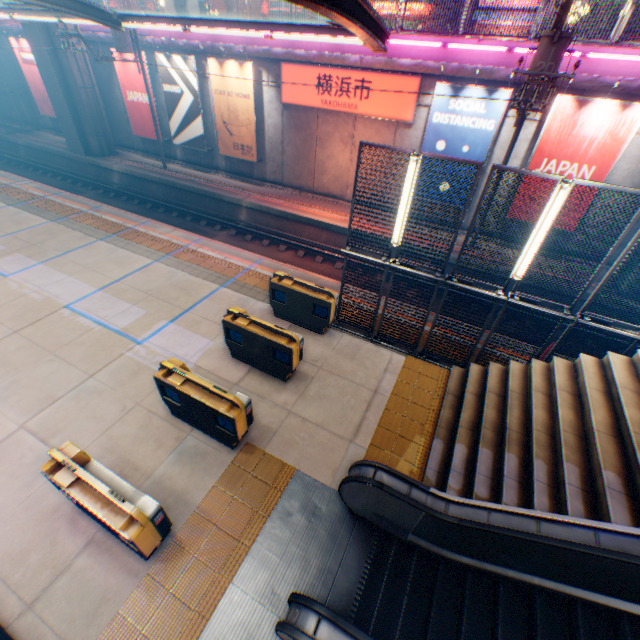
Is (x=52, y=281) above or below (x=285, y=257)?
above

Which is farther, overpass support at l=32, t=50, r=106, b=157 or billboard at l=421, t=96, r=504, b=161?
overpass support at l=32, t=50, r=106, b=157

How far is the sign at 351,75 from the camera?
13.3 meters

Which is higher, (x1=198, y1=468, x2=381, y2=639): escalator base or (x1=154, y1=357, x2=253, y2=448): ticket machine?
(x1=154, y1=357, x2=253, y2=448): ticket machine

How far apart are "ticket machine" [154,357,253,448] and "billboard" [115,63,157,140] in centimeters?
1910cm

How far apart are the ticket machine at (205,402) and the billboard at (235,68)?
14.73m

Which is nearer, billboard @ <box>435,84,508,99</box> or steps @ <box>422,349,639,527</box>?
steps @ <box>422,349,639,527</box>

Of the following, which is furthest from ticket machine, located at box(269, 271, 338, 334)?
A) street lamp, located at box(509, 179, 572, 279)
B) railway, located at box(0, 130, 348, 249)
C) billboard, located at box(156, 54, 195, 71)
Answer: billboard, located at box(156, 54, 195, 71)
